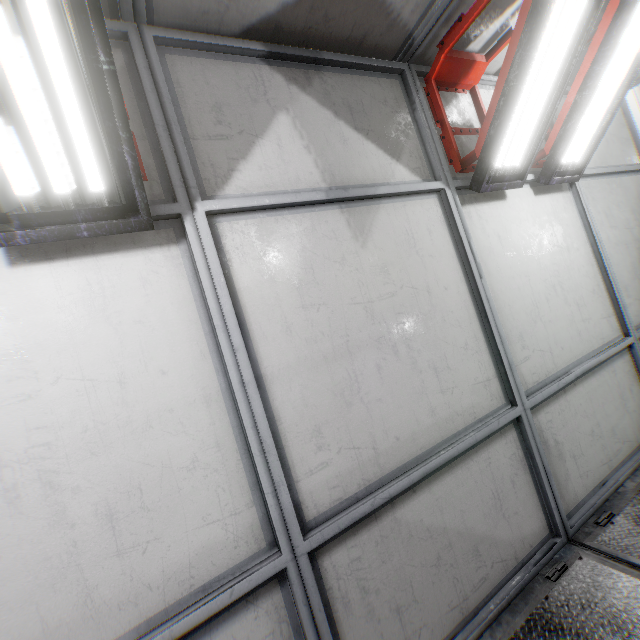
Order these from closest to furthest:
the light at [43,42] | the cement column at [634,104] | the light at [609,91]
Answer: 1. the light at [43,42]
2. the light at [609,91]
3. the cement column at [634,104]

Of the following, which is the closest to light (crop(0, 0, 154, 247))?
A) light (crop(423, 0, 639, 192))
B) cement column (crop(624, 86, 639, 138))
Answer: light (crop(423, 0, 639, 192))

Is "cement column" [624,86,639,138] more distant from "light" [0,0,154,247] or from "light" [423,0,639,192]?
"light" [0,0,154,247]

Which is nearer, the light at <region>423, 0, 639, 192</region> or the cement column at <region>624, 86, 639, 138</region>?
the light at <region>423, 0, 639, 192</region>

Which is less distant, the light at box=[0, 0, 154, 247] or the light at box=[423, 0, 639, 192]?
the light at box=[0, 0, 154, 247]

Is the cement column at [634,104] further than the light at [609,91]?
Yes

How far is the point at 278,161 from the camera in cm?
203
